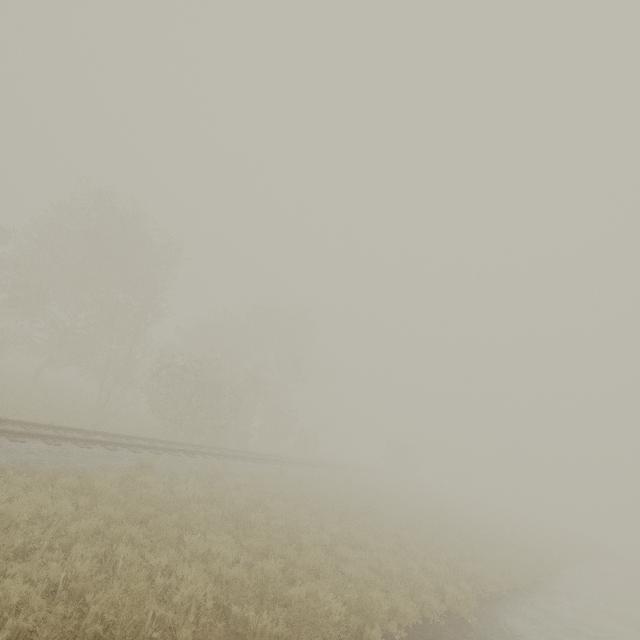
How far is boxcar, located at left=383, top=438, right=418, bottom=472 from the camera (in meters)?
50.91

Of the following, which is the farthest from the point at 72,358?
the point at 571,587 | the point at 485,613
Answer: the point at 571,587

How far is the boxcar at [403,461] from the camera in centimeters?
5091cm

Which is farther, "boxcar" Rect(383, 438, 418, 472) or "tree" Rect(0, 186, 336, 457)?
"boxcar" Rect(383, 438, 418, 472)

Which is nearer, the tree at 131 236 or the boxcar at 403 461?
the tree at 131 236
